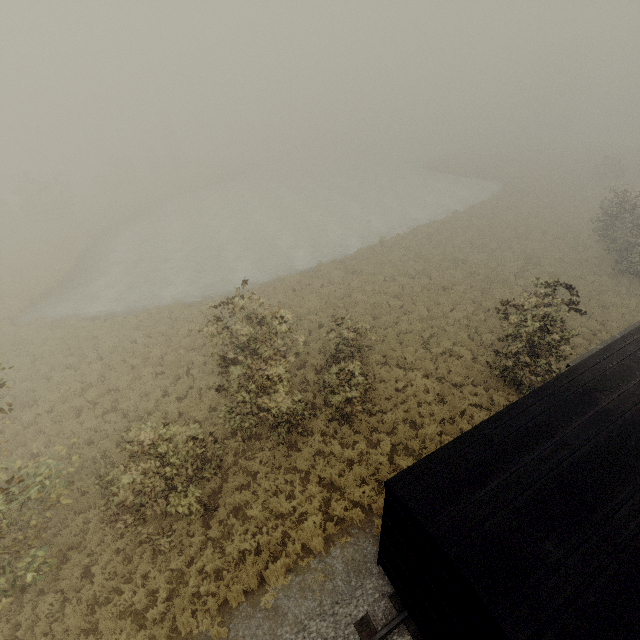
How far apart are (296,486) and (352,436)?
2.7m
